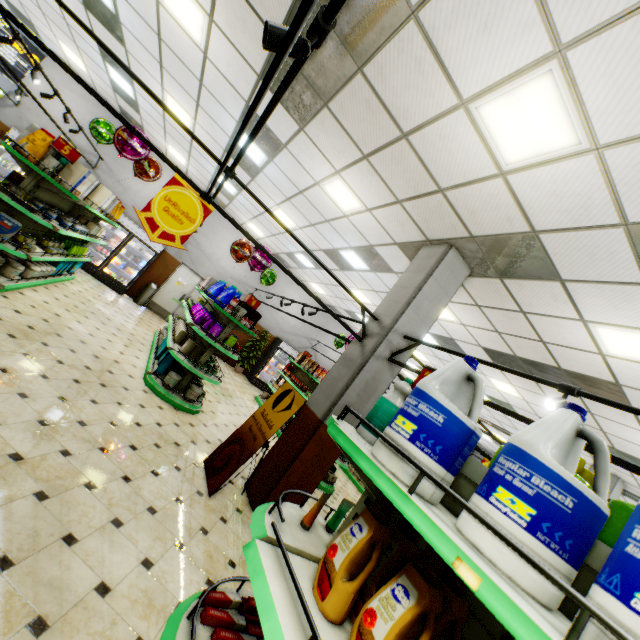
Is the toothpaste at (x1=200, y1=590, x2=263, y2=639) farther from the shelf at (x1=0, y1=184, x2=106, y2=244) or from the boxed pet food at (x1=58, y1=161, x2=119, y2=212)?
the boxed pet food at (x1=58, y1=161, x2=119, y2=212)

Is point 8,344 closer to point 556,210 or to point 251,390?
point 556,210

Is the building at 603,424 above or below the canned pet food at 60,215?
above

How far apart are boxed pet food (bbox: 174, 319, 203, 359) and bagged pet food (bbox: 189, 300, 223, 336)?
0.3 meters

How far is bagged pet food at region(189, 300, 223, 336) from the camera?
6.2m

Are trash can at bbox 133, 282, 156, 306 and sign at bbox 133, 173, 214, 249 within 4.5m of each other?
no

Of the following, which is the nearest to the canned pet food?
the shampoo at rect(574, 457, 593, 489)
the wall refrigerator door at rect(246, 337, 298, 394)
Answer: the shampoo at rect(574, 457, 593, 489)

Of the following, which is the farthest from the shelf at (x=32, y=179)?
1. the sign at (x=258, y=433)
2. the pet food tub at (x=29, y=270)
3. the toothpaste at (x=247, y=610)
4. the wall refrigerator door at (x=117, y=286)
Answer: the toothpaste at (x=247, y=610)
